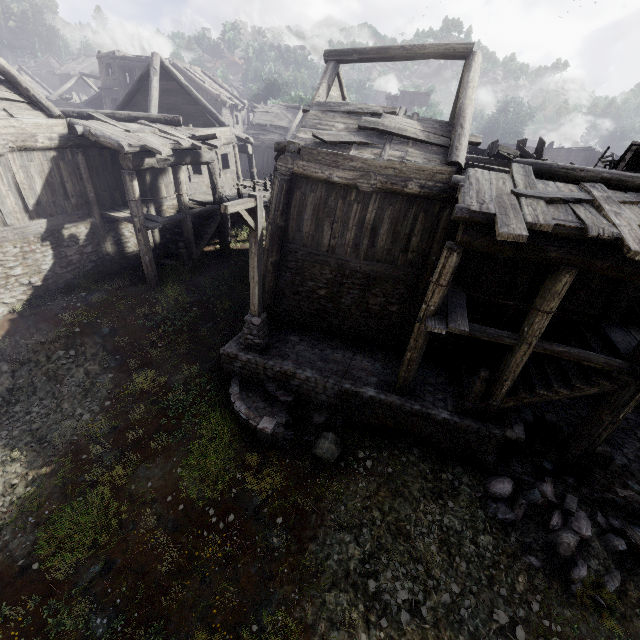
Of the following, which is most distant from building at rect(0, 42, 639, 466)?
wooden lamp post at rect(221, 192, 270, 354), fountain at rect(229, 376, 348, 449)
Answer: fountain at rect(229, 376, 348, 449)

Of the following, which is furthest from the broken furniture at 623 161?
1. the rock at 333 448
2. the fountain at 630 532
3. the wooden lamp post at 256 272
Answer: the rock at 333 448

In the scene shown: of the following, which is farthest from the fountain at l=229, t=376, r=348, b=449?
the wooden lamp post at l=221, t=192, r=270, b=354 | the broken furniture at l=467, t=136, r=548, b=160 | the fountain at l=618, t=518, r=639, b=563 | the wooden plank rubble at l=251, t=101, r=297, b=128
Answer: the wooden plank rubble at l=251, t=101, r=297, b=128

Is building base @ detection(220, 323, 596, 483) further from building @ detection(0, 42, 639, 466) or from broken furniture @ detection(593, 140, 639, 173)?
broken furniture @ detection(593, 140, 639, 173)

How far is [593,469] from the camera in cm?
825

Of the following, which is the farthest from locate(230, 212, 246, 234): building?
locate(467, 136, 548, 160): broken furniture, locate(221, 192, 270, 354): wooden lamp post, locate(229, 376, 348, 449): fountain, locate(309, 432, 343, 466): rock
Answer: locate(309, 432, 343, 466): rock

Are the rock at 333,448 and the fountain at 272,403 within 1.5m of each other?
yes

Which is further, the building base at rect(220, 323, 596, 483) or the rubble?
the building base at rect(220, 323, 596, 483)
